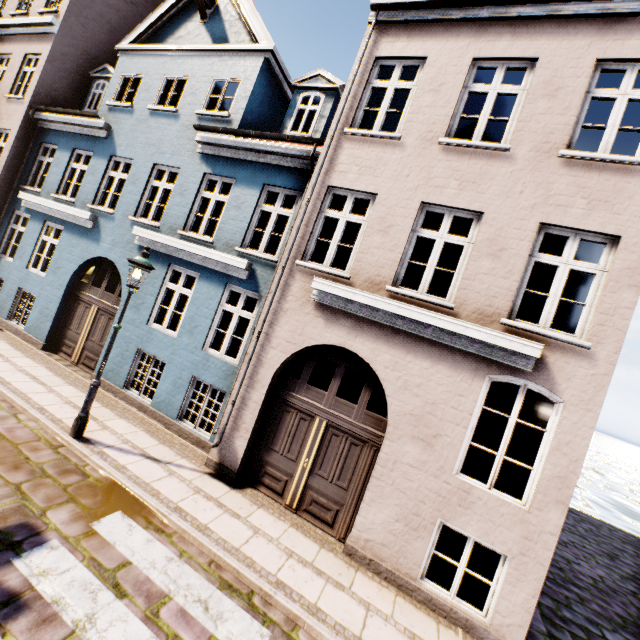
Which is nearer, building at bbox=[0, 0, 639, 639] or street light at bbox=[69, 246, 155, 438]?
building at bbox=[0, 0, 639, 639]

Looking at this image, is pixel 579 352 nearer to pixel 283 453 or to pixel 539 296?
pixel 283 453

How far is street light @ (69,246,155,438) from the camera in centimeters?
607cm

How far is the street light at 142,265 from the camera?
6.07m

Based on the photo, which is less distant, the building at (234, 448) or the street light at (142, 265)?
the building at (234, 448)
